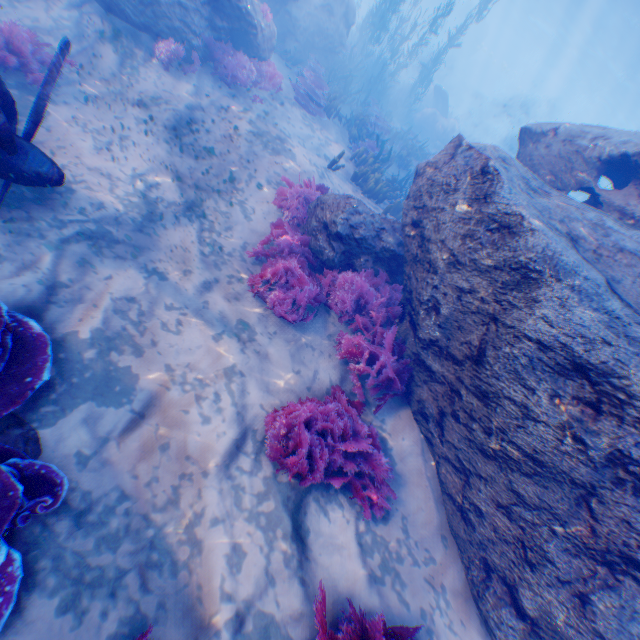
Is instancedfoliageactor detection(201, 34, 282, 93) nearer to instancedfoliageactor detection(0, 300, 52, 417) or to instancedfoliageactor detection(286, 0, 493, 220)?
instancedfoliageactor detection(286, 0, 493, 220)

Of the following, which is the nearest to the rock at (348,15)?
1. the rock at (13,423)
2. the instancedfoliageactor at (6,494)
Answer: the instancedfoliageactor at (6,494)

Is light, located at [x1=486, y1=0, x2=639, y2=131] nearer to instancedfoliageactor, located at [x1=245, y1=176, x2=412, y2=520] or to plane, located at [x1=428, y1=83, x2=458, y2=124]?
instancedfoliageactor, located at [x1=245, y1=176, x2=412, y2=520]

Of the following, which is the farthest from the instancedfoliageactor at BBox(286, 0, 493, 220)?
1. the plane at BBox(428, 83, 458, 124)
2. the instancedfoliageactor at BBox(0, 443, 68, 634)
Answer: the instancedfoliageactor at BBox(0, 443, 68, 634)

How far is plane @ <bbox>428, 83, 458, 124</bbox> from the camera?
23.4 meters

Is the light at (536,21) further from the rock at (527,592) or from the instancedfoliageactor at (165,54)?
the instancedfoliageactor at (165,54)

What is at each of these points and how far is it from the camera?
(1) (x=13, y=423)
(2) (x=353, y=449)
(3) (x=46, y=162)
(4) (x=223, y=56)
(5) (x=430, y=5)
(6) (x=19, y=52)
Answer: (1) rock, 3.0 meters
(2) instancedfoliageactor, 4.2 meters
(3) plane, 4.1 meters
(4) instancedfoliageactor, 8.7 meters
(5) rock, 37.5 meters
(6) instancedfoliageactor, 5.6 meters

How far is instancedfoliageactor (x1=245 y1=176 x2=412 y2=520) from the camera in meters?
4.1
